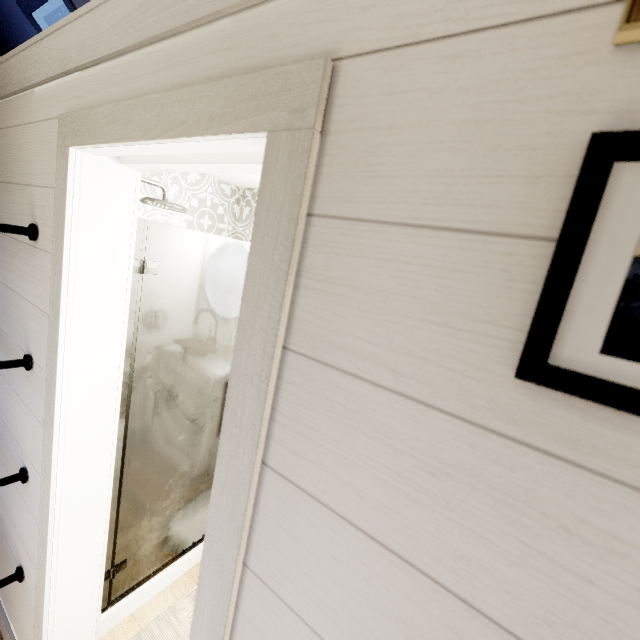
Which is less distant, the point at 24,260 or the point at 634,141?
the point at 634,141
